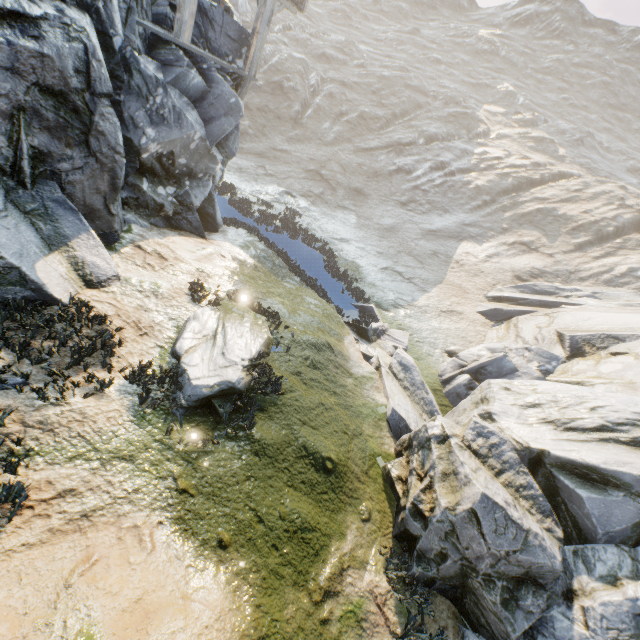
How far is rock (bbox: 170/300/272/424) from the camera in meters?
6.6

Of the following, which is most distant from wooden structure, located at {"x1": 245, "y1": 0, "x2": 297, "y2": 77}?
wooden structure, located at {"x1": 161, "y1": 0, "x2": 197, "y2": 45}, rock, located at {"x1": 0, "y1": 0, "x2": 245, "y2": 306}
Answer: wooden structure, located at {"x1": 161, "y1": 0, "x2": 197, "y2": 45}

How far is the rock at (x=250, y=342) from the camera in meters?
6.6

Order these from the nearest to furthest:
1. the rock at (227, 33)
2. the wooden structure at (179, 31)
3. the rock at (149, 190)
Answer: the rock at (149, 190) → the wooden structure at (179, 31) → the rock at (227, 33)

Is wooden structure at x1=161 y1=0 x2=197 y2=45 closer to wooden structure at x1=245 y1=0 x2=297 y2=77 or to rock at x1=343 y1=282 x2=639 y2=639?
rock at x1=343 y1=282 x2=639 y2=639

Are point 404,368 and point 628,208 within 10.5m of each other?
no

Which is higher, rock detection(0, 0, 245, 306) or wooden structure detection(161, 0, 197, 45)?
wooden structure detection(161, 0, 197, 45)
